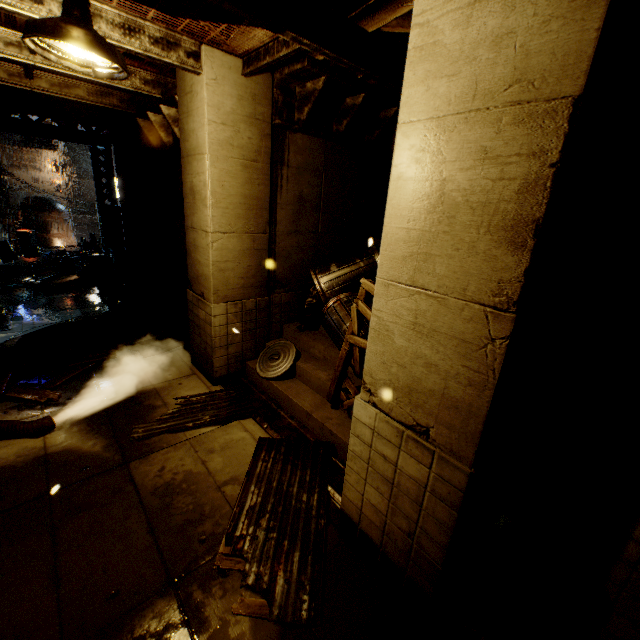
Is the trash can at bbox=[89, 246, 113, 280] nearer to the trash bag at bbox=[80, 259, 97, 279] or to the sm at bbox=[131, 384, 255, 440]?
the trash bag at bbox=[80, 259, 97, 279]

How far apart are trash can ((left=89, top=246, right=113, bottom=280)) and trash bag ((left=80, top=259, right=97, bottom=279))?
0.0 meters

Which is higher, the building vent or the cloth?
the cloth

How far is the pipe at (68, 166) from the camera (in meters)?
48.69

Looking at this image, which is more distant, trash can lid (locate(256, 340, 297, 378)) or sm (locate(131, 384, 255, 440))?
trash can lid (locate(256, 340, 297, 378))

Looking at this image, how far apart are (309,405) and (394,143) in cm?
667

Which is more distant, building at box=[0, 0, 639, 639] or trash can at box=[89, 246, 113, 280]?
trash can at box=[89, 246, 113, 280]

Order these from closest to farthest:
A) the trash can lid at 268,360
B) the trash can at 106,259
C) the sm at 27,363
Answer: the sm at 27,363 → the trash can lid at 268,360 → the trash can at 106,259
